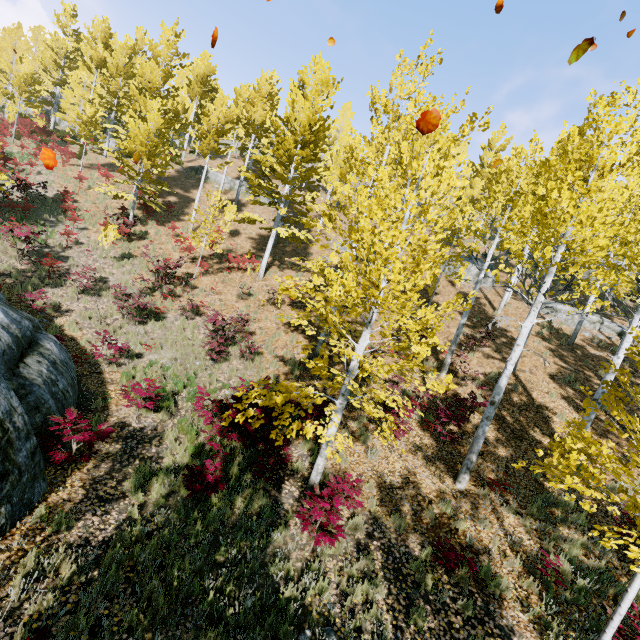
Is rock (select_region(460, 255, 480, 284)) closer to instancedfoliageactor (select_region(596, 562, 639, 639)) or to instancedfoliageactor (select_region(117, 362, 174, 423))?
instancedfoliageactor (select_region(117, 362, 174, 423))

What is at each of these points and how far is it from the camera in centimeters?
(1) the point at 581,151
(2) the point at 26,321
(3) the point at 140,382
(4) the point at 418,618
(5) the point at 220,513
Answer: (1) instancedfoliageactor, 1706cm
(2) rock, 785cm
(3) instancedfoliageactor, 972cm
(4) instancedfoliageactor, 510cm
(5) instancedfoliageactor, 626cm

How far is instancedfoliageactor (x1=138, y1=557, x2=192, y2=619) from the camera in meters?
4.4 m

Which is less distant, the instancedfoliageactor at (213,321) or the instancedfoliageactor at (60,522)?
the instancedfoliageactor at (60,522)

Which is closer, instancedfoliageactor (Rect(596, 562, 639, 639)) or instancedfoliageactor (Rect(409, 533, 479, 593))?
instancedfoliageactor (Rect(596, 562, 639, 639))

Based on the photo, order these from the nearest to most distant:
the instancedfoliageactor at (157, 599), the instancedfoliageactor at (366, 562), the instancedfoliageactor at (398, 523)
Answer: the instancedfoliageactor at (157, 599), the instancedfoliageactor at (366, 562), the instancedfoliageactor at (398, 523)
